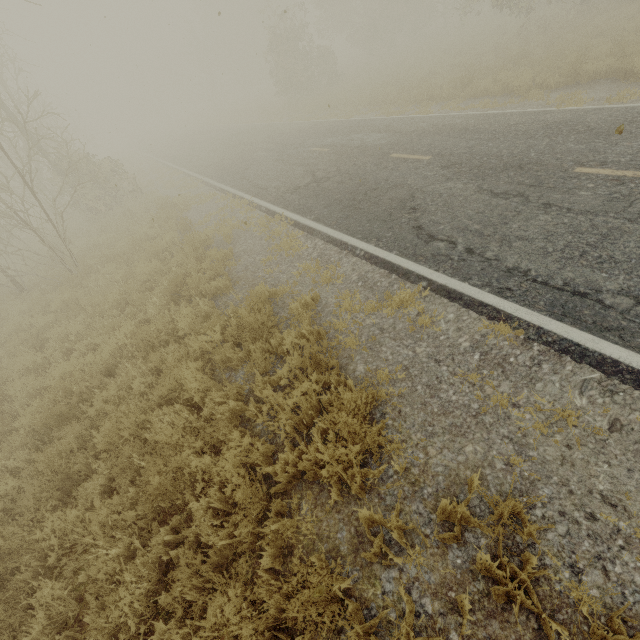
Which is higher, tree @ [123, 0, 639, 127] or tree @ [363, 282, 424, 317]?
tree @ [123, 0, 639, 127]

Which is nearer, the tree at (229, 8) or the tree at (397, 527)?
the tree at (397, 527)

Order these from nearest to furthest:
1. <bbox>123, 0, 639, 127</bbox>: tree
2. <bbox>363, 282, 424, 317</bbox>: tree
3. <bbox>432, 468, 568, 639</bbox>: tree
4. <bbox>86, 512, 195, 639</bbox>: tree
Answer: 1. <bbox>432, 468, 568, 639</bbox>: tree
2. <bbox>86, 512, 195, 639</bbox>: tree
3. <bbox>363, 282, 424, 317</bbox>: tree
4. <bbox>123, 0, 639, 127</bbox>: tree

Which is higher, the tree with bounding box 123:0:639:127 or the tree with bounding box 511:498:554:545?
the tree with bounding box 123:0:639:127

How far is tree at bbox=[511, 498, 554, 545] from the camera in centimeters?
248cm

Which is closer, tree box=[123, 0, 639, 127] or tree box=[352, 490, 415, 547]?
tree box=[352, 490, 415, 547]

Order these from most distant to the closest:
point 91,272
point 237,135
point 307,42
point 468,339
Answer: point 307,42 < point 237,135 < point 91,272 < point 468,339
